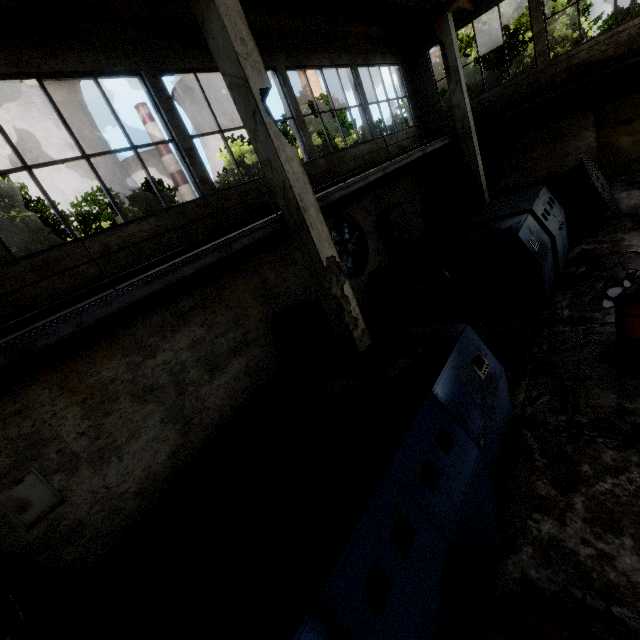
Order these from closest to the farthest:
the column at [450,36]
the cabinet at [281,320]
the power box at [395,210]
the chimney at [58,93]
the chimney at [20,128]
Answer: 1. the cabinet at [281,320]
2. the column at [450,36]
3. the power box at [395,210]
4. the chimney at [20,128]
5. the chimney at [58,93]

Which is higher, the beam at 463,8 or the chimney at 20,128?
the chimney at 20,128

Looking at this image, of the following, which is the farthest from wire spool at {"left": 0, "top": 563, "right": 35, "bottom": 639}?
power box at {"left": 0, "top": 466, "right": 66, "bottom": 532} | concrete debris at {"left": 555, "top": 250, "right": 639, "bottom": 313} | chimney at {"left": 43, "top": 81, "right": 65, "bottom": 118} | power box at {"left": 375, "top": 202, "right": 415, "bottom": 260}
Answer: chimney at {"left": 43, "top": 81, "right": 65, "bottom": 118}

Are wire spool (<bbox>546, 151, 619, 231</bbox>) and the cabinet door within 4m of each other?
no

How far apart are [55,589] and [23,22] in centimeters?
927cm

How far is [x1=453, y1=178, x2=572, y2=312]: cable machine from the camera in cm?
696

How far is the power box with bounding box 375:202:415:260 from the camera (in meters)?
12.23

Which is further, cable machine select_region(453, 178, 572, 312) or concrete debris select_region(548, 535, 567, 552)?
cable machine select_region(453, 178, 572, 312)
